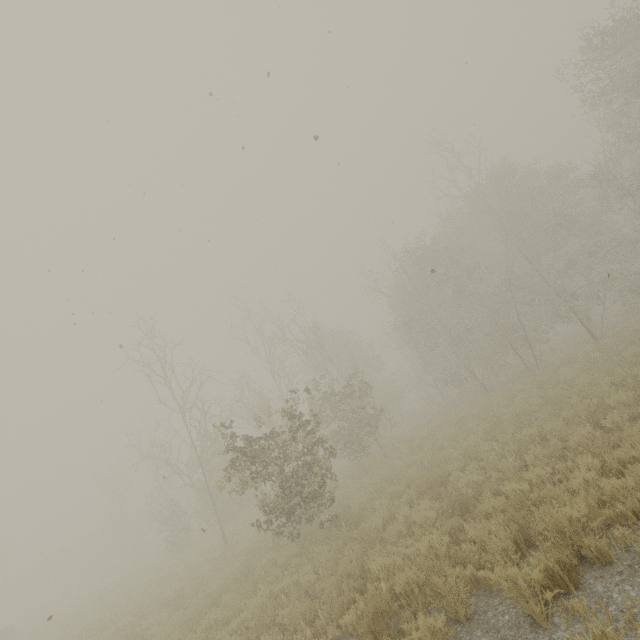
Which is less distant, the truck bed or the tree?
the truck bed

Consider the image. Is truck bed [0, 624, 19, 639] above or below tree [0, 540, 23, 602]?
below

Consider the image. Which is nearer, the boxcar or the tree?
the tree

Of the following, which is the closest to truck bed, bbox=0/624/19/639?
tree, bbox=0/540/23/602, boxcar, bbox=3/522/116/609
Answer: tree, bbox=0/540/23/602

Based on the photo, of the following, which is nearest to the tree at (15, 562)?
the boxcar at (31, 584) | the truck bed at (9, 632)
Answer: the boxcar at (31, 584)

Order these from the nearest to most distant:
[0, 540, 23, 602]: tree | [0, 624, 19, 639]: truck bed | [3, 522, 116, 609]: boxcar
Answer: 1. [0, 624, 19, 639]: truck bed
2. [0, 540, 23, 602]: tree
3. [3, 522, 116, 609]: boxcar

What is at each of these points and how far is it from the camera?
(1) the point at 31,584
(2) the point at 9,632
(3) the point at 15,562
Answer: (1) boxcar, 46.3 meters
(2) truck bed, 21.7 meters
(3) tree, 41.1 meters
